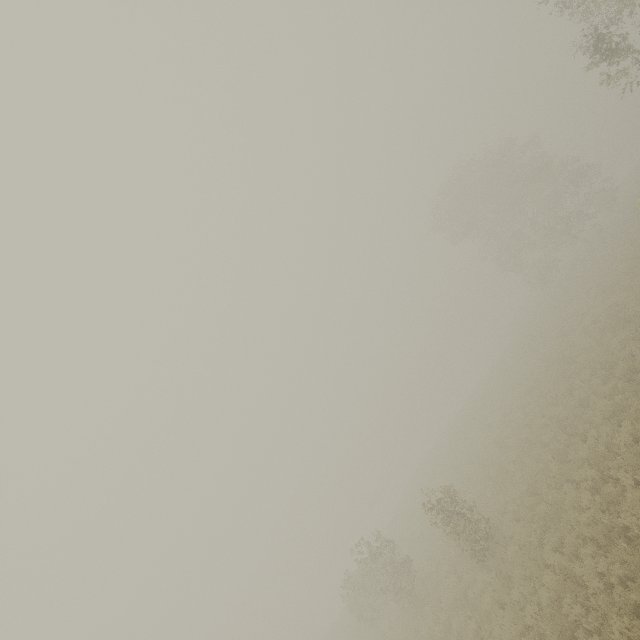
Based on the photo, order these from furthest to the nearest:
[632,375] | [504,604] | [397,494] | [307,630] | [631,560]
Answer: [397,494] < [307,630] < [632,375] < [504,604] < [631,560]
